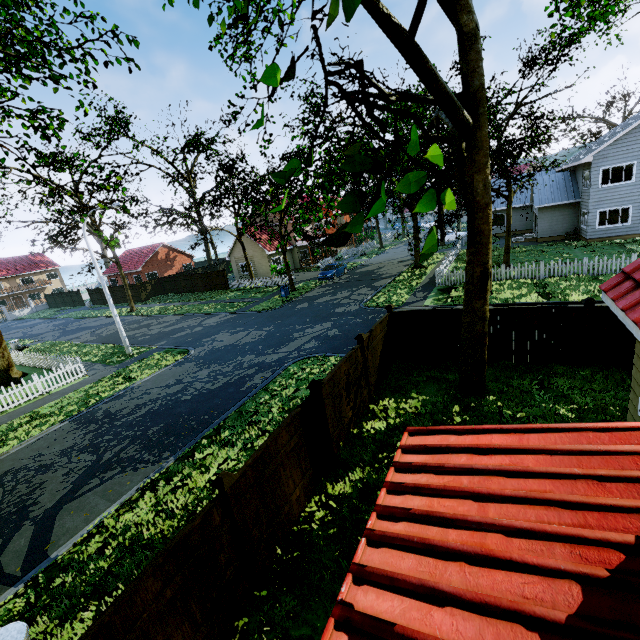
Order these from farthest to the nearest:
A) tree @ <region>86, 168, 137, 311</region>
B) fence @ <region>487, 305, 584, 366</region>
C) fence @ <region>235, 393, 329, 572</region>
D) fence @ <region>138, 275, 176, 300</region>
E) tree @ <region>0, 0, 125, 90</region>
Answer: fence @ <region>138, 275, 176, 300</region> < tree @ <region>86, 168, 137, 311</region> < fence @ <region>487, 305, 584, 366</region> < tree @ <region>0, 0, 125, 90</region> < fence @ <region>235, 393, 329, 572</region>

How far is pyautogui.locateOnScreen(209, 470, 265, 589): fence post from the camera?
4.71m

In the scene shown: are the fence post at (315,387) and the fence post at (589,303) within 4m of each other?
no

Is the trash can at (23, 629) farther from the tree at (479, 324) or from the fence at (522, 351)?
the tree at (479, 324)

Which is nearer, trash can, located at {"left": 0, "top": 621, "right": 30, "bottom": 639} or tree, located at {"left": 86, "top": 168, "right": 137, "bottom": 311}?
trash can, located at {"left": 0, "top": 621, "right": 30, "bottom": 639}

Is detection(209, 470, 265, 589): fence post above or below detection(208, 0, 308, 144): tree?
below

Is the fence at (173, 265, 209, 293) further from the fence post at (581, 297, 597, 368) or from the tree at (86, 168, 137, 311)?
the tree at (86, 168, 137, 311)

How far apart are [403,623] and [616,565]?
1.0m
